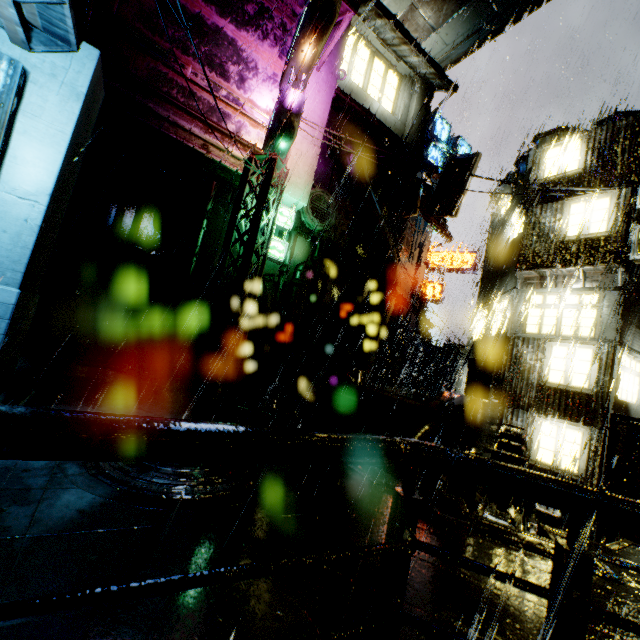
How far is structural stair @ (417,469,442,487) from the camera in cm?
655

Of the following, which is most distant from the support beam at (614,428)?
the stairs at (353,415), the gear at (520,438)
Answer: the stairs at (353,415)

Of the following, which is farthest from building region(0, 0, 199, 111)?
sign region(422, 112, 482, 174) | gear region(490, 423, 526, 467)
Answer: sign region(422, 112, 482, 174)

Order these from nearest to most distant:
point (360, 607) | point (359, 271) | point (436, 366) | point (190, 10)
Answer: point (360, 607) → point (190, 10) → point (359, 271) → point (436, 366)

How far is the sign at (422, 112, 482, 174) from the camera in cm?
1565

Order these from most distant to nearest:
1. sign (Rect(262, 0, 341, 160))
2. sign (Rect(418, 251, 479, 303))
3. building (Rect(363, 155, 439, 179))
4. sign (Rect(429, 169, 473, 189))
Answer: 1. sign (Rect(418, 251, 479, 303))
2. building (Rect(363, 155, 439, 179))
3. sign (Rect(429, 169, 473, 189))
4. sign (Rect(262, 0, 341, 160))

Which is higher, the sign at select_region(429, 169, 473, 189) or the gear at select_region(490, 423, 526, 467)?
the sign at select_region(429, 169, 473, 189)

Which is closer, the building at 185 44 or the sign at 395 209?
the building at 185 44
